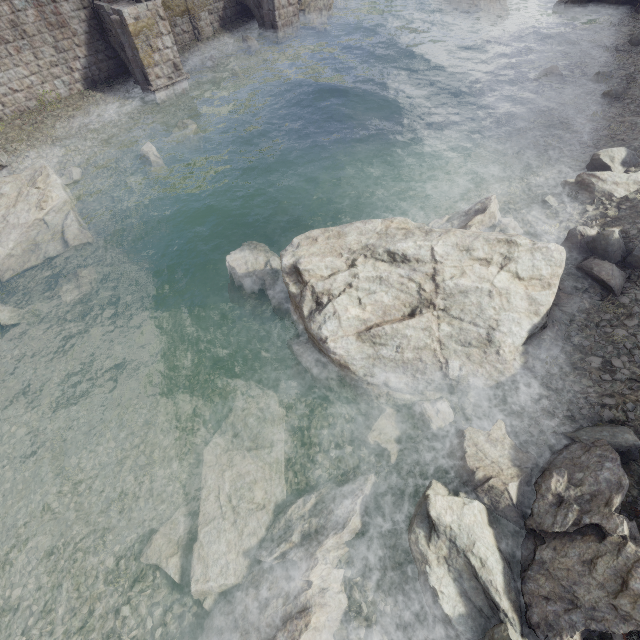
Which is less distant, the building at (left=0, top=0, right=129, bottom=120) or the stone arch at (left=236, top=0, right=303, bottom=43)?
the building at (left=0, top=0, right=129, bottom=120)

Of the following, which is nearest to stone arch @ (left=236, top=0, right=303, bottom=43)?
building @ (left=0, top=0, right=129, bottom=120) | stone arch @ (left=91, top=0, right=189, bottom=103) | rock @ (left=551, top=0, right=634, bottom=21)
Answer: building @ (left=0, top=0, right=129, bottom=120)

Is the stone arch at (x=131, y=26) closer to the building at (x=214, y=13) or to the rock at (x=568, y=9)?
the building at (x=214, y=13)

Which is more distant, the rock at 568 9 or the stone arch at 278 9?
the stone arch at 278 9

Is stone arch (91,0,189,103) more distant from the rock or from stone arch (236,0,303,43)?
the rock

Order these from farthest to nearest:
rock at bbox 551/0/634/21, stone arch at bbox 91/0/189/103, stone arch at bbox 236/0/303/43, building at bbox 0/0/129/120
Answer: stone arch at bbox 236/0/303/43, rock at bbox 551/0/634/21, stone arch at bbox 91/0/189/103, building at bbox 0/0/129/120

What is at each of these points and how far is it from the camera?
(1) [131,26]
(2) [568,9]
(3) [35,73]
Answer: (1) stone arch, 14.9 meters
(2) rock, 18.9 meters
(3) building, 15.5 meters

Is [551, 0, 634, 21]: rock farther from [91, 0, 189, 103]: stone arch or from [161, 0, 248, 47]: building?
A: [91, 0, 189, 103]: stone arch
